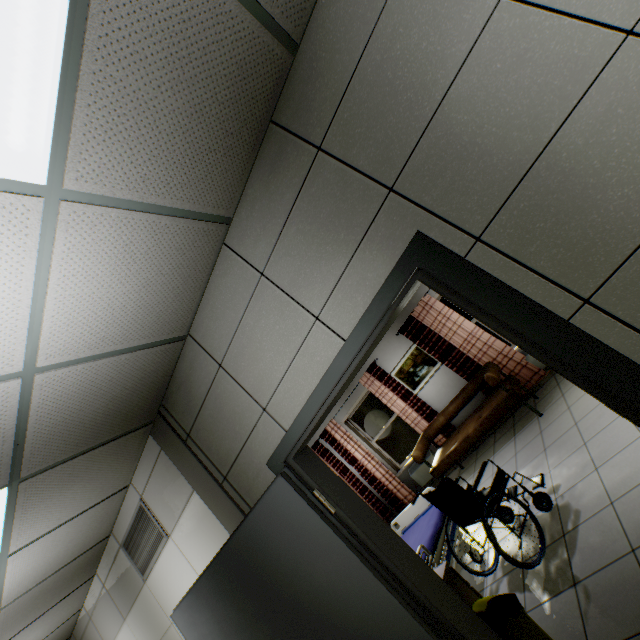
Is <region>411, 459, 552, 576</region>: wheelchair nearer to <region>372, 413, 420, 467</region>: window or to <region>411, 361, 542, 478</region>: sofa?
<region>411, 361, 542, 478</region>: sofa

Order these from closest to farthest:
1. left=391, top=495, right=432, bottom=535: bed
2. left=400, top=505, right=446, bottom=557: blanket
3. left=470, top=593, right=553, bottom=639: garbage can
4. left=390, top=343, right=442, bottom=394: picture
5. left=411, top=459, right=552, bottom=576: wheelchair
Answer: left=470, top=593, right=553, bottom=639: garbage can → left=411, top=459, right=552, bottom=576: wheelchair → left=400, top=505, right=446, bottom=557: blanket → left=391, top=495, right=432, bottom=535: bed → left=390, top=343, right=442, bottom=394: picture

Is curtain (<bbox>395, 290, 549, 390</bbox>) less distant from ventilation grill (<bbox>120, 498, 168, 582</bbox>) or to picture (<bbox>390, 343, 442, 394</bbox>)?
picture (<bbox>390, 343, 442, 394</bbox>)

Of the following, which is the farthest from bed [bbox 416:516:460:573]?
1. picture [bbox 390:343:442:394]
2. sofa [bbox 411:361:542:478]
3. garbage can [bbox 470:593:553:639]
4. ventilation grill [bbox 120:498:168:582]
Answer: picture [bbox 390:343:442:394]

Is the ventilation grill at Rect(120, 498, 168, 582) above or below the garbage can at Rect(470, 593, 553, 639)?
above

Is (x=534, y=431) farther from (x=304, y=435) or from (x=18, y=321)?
(x=18, y=321)

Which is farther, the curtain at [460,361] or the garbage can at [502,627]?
the curtain at [460,361]

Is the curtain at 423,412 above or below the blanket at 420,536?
above
